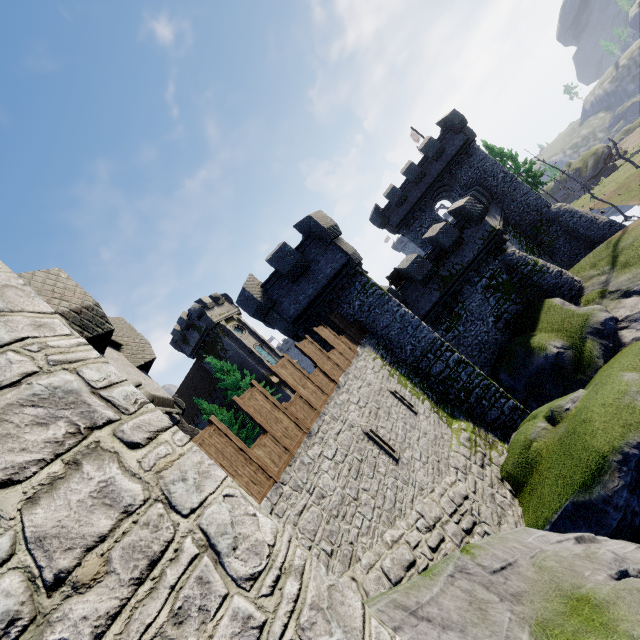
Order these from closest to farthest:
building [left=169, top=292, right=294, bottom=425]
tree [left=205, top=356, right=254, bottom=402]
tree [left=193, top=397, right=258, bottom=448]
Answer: tree [left=205, top=356, right=254, bottom=402] → tree [left=193, top=397, right=258, bottom=448] → building [left=169, top=292, right=294, bottom=425]

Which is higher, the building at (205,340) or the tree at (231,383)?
the building at (205,340)

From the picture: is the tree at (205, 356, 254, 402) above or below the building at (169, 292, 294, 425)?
below

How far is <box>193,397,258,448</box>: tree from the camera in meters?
35.3 m

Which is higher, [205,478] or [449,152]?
[449,152]

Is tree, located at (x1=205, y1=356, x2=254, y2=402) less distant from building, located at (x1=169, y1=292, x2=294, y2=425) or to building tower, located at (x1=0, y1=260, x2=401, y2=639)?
building, located at (x1=169, y1=292, x2=294, y2=425)

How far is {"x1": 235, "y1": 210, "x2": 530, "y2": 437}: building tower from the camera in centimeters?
1684cm

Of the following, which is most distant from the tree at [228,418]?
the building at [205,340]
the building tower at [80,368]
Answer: the building tower at [80,368]
